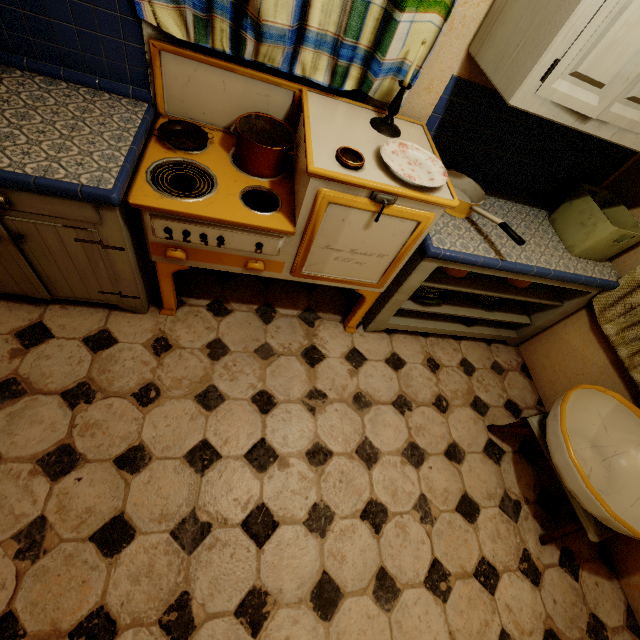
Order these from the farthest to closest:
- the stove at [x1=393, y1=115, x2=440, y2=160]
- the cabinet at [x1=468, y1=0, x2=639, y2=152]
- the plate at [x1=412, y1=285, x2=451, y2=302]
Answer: the plate at [x1=412, y1=285, x2=451, y2=302] → the stove at [x1=393, y1=115, x2=440, y2=160] → the cabinet at [x1=468, y1=0, x2=639, y2=152]

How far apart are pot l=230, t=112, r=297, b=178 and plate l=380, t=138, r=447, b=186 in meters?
0.4

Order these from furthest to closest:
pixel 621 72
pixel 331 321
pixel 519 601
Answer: pixel 331 321 → pixel 519 601 → pixel 621 72

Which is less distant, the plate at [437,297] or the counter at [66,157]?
the counter at [66,157]

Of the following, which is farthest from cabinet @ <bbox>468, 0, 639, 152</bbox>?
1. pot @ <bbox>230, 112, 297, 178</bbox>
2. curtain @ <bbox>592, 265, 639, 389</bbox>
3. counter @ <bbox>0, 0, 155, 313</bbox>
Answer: counter @ <bbox>0, 0, 155, 313</bbox>

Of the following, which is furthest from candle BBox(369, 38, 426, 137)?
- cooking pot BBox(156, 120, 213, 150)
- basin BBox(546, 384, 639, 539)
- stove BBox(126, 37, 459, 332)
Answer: basin BBox(546, 384, 639, 539)

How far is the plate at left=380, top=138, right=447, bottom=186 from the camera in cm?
124

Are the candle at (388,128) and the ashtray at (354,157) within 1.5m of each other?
yes
